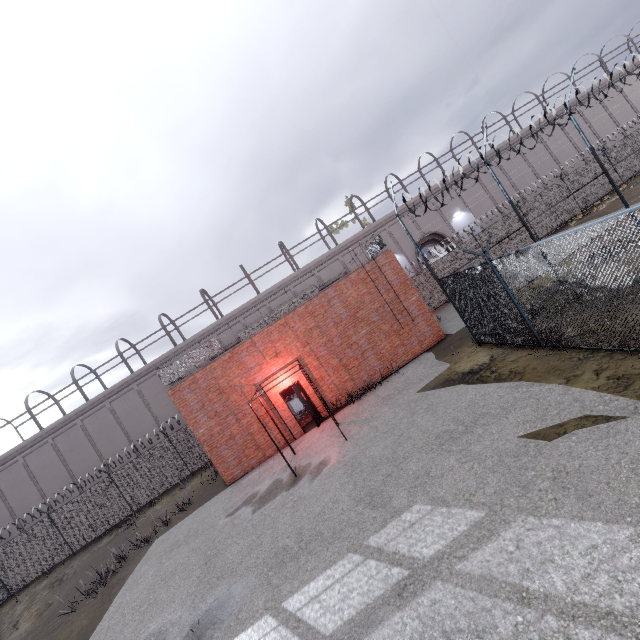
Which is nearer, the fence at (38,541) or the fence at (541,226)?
the fence at (541,226)

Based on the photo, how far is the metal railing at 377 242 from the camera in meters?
15.5

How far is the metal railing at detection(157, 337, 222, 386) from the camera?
14.2m

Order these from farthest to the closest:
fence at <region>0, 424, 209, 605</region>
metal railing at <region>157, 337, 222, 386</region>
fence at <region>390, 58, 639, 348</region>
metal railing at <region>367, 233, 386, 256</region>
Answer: fence at <region>0, 424, 209, 605</region> → metal railing at <region>367, 233, 386, 256</region> → metal railing at <region>157, 337, 222, 386</region> → fence at <region>390, 58, 639, 348</region>

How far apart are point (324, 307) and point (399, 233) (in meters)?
16.78

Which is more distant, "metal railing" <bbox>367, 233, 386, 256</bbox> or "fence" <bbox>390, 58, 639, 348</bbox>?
"metal railing" <bbox>367, 233, 386, 256</bbox>
